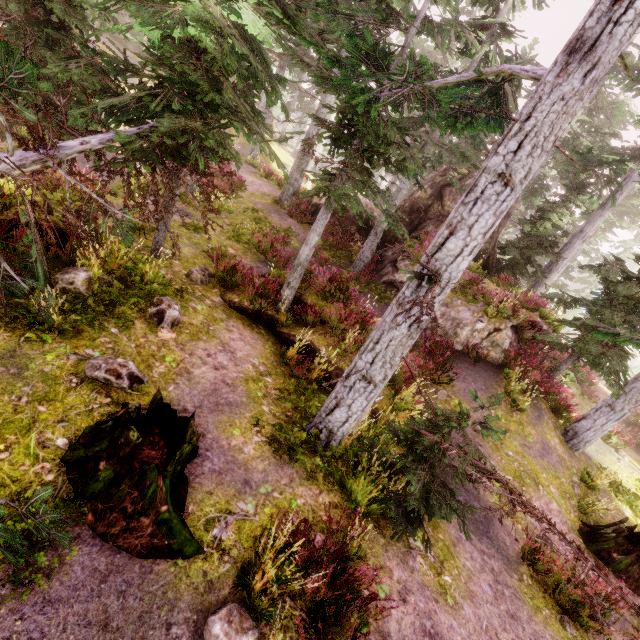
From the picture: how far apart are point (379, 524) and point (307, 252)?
6.58m

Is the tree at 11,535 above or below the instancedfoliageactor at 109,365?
above

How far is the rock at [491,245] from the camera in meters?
16.4

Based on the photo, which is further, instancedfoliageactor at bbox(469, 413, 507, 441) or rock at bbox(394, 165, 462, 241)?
rock at bbox(394, 165, 462, 241)

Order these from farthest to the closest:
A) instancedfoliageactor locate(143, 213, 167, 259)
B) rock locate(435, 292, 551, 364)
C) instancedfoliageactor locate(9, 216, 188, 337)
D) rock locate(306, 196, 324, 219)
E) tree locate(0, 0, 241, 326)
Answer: rock locate(306, 196, 324, 219)
rock locate(435, 292, 551, 364)
instancedfoliageactor locate(143, 213, 167, 259)
instancedfoliageactor locate(9, 216, 188, 337)
tree locate(0, 0, 241, 326)

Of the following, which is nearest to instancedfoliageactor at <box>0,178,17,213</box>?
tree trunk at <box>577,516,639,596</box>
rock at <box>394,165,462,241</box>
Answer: rock at <box>394,165,462,241</box>

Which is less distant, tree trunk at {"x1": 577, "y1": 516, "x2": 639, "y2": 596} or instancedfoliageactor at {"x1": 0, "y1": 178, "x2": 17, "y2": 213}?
instancedfoliageactor at {"x1": 0, "y1": 178, "x2": 17, "y2": 213}
